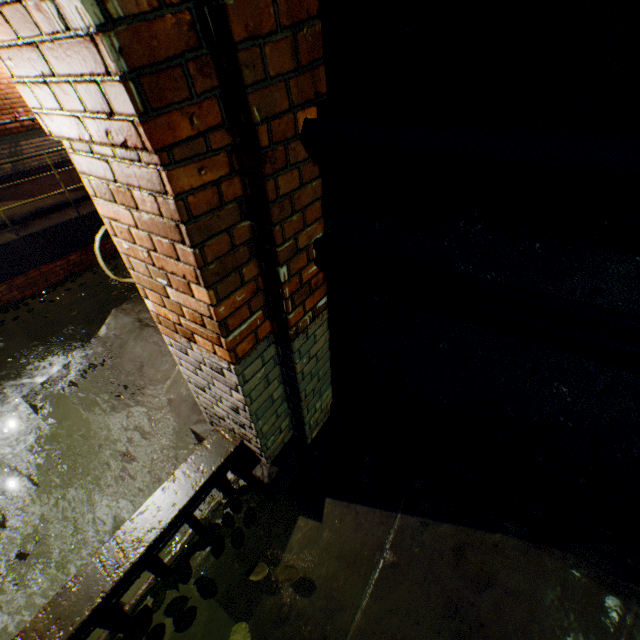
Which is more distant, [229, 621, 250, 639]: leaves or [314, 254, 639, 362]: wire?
[229, 621, 250, 639]: leaves

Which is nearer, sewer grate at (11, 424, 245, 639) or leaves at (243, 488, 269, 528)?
sewer grate at (11, 424, 245, 639)

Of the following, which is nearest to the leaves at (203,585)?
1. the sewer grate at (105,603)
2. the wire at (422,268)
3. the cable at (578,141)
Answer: the sewer grate at (105,603)

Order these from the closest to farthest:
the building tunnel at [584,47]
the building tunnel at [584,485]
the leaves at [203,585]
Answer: the building tunnel at [584,47], the building tunnel at [584,485], the leaves at [203,585]

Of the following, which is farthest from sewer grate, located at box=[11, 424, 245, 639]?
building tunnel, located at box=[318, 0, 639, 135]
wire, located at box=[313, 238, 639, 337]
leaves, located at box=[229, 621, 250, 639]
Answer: wire, located at box=[313, 238, 639, 337]

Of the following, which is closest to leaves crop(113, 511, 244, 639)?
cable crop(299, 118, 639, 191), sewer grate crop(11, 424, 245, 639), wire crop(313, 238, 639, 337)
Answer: sewer grate crop(11, 424, 245, 639)

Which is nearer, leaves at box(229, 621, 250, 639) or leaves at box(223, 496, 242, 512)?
leaves at box(229, 621, 250, 639)

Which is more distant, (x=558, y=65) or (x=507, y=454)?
(x=507, y=454)
